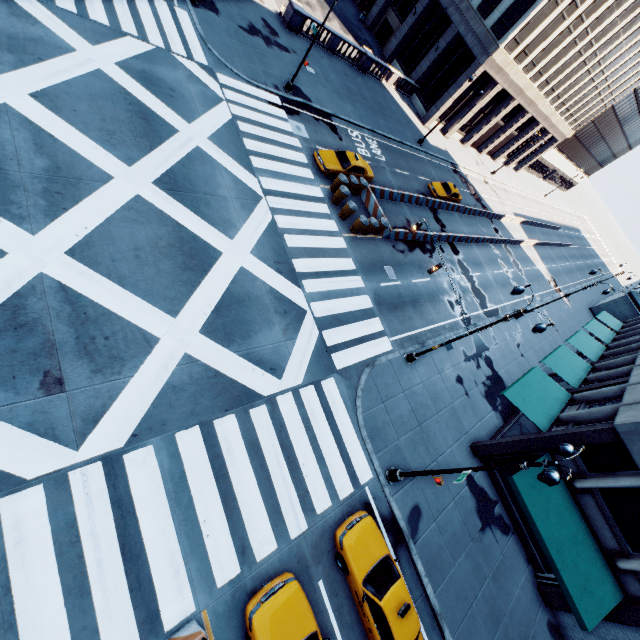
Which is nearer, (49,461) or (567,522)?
(49,461)

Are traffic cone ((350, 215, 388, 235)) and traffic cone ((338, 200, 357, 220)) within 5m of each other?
yes

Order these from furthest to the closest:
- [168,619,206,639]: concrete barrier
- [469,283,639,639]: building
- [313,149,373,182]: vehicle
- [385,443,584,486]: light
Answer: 1. [313,149,373,182]: vehicle
2. [469,283,639,639]: building
3. [385,443,584,486]: light
4. [168,619,206,639]: concrete barrier

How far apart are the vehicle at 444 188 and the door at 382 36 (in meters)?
24.54

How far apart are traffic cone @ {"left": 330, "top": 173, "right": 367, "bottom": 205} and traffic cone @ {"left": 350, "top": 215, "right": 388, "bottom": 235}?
2.71m

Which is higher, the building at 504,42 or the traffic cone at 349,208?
the building at 504,42

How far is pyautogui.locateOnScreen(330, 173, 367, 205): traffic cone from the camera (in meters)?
20.70

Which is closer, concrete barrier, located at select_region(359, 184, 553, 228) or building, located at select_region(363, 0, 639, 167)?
concrete barrier, located at select_region(359, 184, 553, 228)
